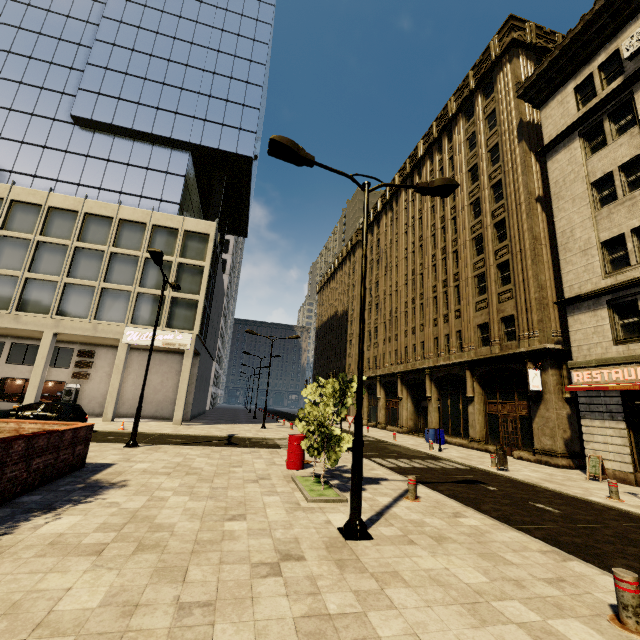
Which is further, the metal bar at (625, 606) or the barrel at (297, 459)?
the barrel at (297, 459)

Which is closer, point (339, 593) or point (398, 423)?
point (339, 593)

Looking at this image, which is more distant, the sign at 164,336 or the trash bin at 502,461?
the sign at 164,336

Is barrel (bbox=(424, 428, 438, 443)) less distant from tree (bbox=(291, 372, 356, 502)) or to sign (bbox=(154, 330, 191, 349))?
tree (bbox=(291, 372, 356, 502))

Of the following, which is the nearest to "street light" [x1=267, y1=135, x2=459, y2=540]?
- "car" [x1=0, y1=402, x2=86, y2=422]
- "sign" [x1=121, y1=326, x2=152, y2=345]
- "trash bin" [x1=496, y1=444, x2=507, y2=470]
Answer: "trash bin" [x1=496, y1=444, x2=507, y2=470]

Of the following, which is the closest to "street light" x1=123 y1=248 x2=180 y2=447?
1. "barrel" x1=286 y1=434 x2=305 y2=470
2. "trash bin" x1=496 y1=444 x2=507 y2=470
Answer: "barrel" x1=286 y1=434 x2=305 y2=470

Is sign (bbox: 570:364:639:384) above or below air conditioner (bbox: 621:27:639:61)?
below

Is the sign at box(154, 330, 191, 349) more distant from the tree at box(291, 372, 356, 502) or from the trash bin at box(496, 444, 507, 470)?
the trash bin at box(496, 444, 507, 470)
